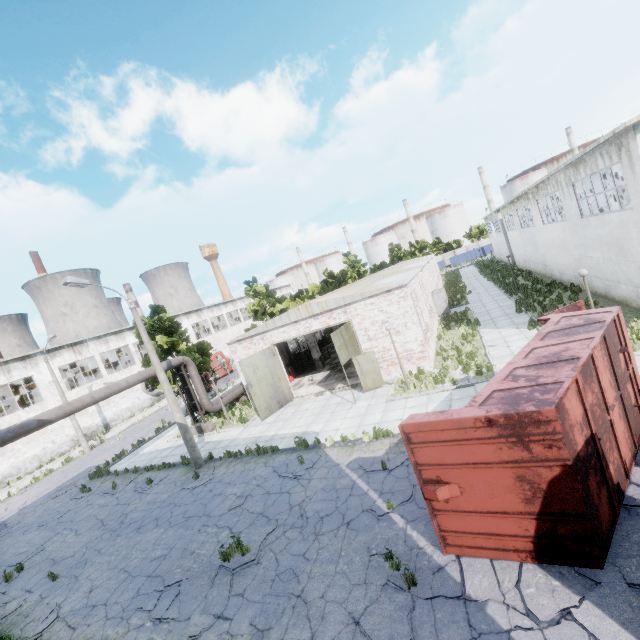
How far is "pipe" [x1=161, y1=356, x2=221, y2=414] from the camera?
20.0 meters

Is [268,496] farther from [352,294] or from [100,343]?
[100,343]

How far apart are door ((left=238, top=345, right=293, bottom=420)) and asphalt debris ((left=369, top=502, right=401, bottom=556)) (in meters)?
11.22

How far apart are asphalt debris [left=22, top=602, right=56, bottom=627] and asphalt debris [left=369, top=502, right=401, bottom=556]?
9.4m

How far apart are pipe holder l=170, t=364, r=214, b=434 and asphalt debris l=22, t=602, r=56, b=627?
11.02m

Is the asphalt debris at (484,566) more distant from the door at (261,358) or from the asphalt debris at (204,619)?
the door at (261,358)

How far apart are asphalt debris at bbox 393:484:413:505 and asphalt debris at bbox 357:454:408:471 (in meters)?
1.02

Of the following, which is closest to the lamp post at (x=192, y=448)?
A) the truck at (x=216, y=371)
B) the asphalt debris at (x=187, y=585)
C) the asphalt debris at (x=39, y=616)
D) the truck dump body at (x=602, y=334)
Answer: the asphalt debris at (x=187, y=585)
